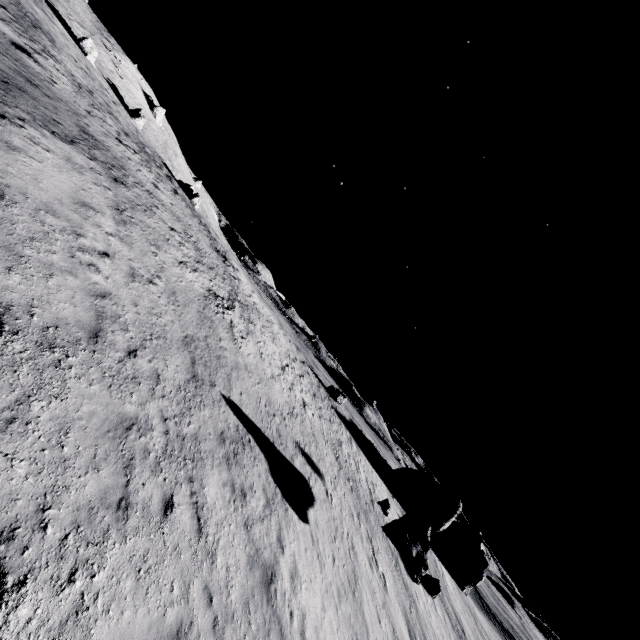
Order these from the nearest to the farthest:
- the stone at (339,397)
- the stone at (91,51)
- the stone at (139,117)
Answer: the stone at (339,397) < the stone at (91,51) < the stone at (139,117)

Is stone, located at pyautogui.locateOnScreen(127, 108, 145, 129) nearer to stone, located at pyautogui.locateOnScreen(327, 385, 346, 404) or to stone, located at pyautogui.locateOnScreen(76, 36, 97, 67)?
stone, located at pyautogui.locateOnScreen(76, 36, 97, 67)

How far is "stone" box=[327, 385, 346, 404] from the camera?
38.9m

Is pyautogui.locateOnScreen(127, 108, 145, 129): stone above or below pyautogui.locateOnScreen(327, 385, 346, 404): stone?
above

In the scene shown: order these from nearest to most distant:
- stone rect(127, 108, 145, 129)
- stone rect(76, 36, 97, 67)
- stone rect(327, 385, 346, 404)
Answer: stone rect(327, 385, 346, 404) → stone rect(76, 36, 97, 67) → stone rect(127, 108, 145, 129)

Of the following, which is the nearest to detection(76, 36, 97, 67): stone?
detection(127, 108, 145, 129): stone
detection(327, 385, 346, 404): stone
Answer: detection(127, 108, 145, 129): stone

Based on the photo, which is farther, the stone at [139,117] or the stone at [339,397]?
the stone at [139,117]

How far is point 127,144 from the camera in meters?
21.3 m
